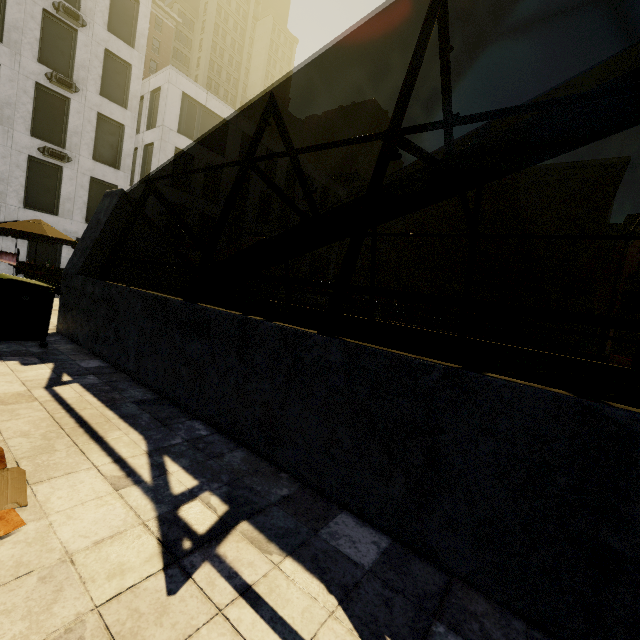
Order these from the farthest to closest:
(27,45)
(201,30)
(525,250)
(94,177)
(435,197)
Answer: (201,30)
(525,250)
(94,177)
(27,45)
(435,197)

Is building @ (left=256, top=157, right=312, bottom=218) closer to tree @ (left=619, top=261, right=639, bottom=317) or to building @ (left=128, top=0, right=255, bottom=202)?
building @ (left=128, top=0, right=255, bottom=202)

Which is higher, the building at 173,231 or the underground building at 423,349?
the building at 173,231

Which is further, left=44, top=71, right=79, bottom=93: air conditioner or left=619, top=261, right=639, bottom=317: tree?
left=44, top=71, right=79, bottom=93: air conditioner

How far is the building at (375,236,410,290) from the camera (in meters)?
44.53

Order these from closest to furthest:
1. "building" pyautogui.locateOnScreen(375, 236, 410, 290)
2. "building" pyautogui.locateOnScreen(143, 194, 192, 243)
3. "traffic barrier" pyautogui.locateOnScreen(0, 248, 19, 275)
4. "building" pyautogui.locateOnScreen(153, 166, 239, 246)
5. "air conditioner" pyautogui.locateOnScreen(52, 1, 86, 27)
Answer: "traffic barrier" pyautogui.locateOnScreen(0, 248, 19, 275) < "air conditioner" pyautogui.locateOnScreen(52, 1, 86, 27) < "building" pyautogui.locateOnScreen(143, 194, 192, 243) < "building" pyautogui.locateOnScreen(153, 166, 239, 246) < "building" pyautogui.locateOnScreen(375, 236, 410, 290)

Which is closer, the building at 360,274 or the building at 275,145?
the building at 275,145
